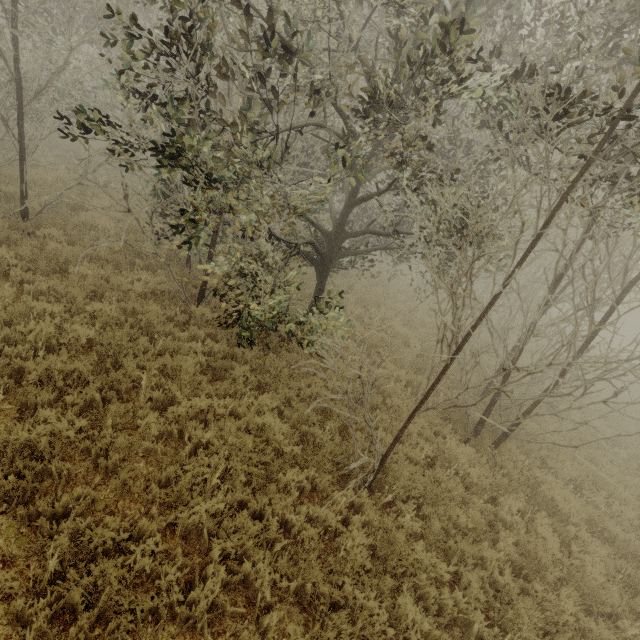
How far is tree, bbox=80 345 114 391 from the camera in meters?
4.9 m

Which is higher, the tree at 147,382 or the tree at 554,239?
the tree at 147,382

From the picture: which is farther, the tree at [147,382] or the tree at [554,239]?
the tree at [147,382]

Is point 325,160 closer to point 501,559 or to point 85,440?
point 85,440

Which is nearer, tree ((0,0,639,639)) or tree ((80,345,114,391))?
tree ((0,0,639,639))

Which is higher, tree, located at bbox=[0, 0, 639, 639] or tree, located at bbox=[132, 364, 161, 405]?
tree, located at bbox=[132, 364, 161, 405]
